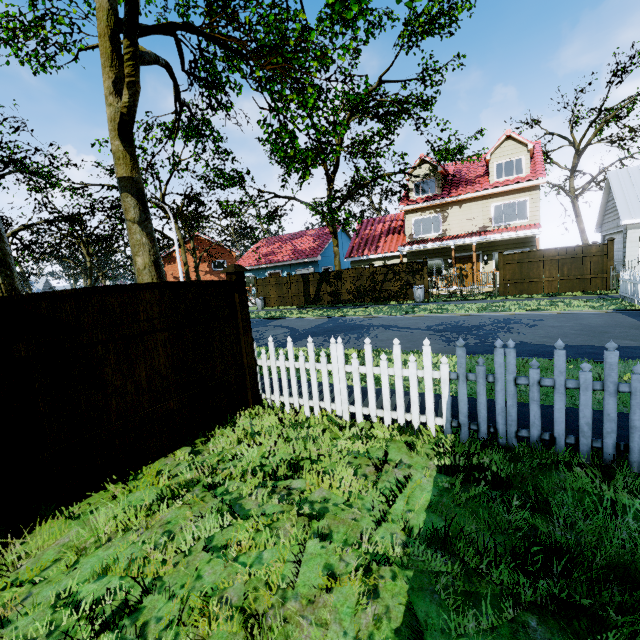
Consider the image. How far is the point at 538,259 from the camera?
16.2 meters

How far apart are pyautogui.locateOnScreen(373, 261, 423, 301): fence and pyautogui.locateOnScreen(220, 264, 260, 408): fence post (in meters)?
15.95

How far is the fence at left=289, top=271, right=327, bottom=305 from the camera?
22.9m

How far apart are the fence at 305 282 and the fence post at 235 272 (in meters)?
17.66

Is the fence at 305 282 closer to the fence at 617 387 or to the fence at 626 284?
the fence at 617 387

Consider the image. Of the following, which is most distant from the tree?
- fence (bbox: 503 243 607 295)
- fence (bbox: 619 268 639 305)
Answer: fence (bbox: 619 268 639 305)

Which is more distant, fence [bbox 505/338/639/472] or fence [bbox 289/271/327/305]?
fence [bbox 289/271/327/305]

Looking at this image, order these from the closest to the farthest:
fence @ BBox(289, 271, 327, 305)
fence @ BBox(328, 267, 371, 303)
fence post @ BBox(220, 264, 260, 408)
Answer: fence post @ BBox(220, 264, 260, 408)
fence @ BBox(328, 267, 371, 303)
fence @ BBox(289, 271, 327, 305)
